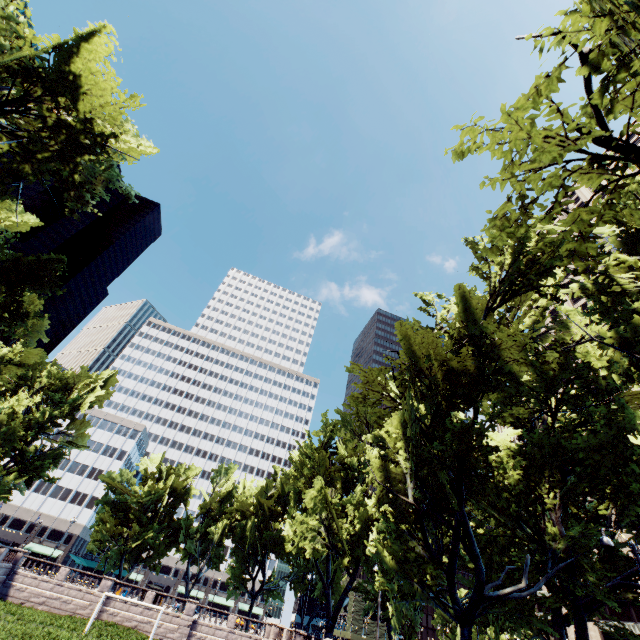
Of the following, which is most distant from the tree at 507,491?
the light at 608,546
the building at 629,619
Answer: the building at 629,619

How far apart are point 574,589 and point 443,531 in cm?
1850

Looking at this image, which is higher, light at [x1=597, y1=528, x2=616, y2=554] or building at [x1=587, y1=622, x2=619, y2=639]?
building at [x1=587, y1=622, x2=619, y2=639]

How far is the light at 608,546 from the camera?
12.2 meters

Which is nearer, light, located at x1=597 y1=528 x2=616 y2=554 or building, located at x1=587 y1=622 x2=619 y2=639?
light, located at x1=597 y1=528 x2=616 y2=554

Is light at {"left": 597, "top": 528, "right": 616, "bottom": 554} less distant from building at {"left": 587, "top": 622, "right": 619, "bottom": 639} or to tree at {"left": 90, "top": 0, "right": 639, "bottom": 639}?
tree at {"left": 90, "top": 0, "right": 639, "bottom": 639}

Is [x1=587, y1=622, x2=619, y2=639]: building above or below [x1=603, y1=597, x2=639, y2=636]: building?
below
